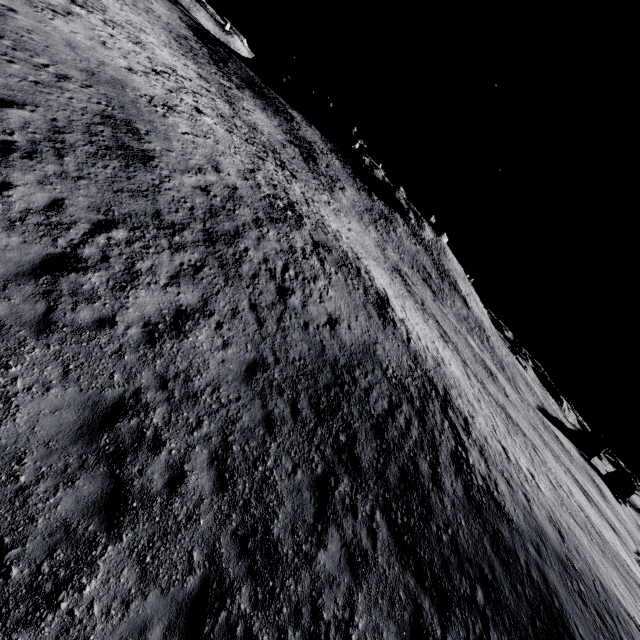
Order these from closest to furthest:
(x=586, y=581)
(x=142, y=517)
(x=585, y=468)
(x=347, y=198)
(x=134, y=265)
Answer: (x=142, y=517), (x=134, y=265), (x=586, y=581), (x=347, y=198), (x=585, y=468)
